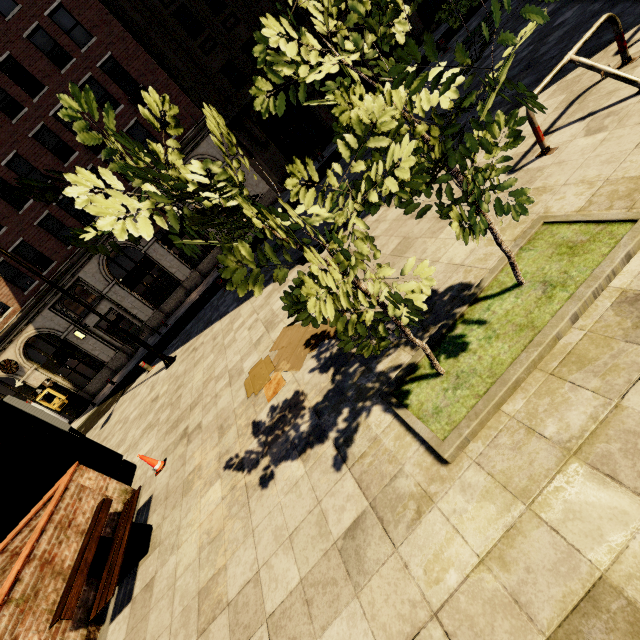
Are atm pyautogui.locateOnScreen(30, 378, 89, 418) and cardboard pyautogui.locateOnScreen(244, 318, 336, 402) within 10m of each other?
no

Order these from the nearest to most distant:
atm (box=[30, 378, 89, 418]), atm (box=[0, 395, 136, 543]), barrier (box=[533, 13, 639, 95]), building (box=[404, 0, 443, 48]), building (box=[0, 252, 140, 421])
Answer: barrier (box=[533, 13, 639, 95]), atm (box=[0, 395, 136, 543]), building (box=[0, 252, 140, 421]), atm (box=[30, 378, 89, 418]), building (box=[404, 0, 443, 48])

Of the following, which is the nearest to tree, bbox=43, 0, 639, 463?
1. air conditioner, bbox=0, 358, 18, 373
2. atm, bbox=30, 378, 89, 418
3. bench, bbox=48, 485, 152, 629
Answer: bench, bbox=48, 485, 152, 629

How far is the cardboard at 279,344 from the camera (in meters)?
5.01

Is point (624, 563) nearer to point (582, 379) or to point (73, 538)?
point (582, 379)

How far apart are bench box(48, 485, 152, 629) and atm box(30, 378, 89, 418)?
21.6 meters

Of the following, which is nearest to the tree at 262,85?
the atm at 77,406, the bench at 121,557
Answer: the bench at 121,557

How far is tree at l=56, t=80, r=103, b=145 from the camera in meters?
1.6
